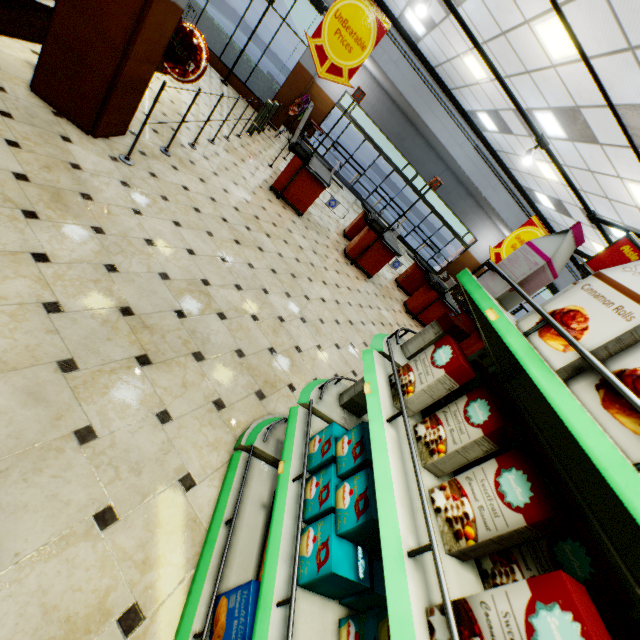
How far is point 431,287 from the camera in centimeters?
792cm

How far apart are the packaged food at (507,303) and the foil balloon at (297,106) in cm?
1151

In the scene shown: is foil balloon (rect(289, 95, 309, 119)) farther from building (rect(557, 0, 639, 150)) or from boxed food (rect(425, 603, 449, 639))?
boxed food (rect(425, 603, 449, 639))

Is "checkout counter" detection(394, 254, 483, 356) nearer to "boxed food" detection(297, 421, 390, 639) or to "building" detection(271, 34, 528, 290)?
"building" detection(271, 34, 528, 290)

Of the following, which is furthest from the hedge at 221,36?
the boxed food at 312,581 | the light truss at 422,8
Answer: the boxed food at 312,581

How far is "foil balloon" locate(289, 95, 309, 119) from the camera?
10.8m

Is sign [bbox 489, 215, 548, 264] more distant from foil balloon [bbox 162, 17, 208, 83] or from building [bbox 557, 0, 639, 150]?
foil balloon [bbox 162, 17, 208, 83]

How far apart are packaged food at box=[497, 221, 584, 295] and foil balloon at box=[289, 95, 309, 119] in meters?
11.5
